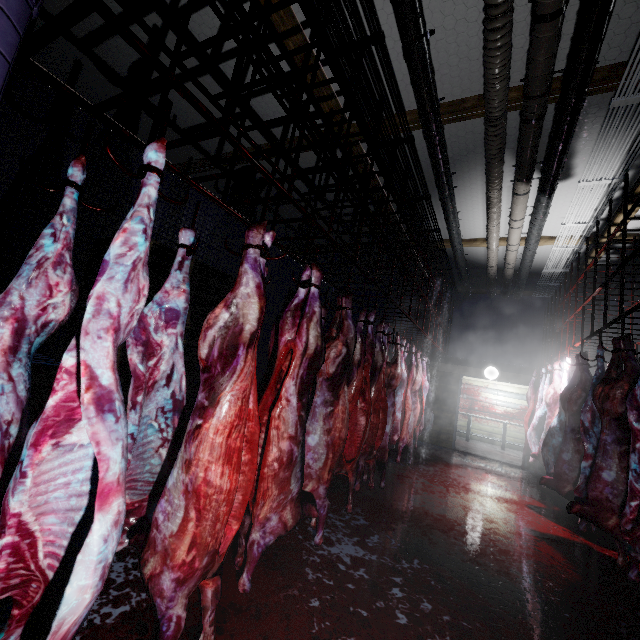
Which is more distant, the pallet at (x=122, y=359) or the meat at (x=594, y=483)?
the pallet at (x=122, y=359)

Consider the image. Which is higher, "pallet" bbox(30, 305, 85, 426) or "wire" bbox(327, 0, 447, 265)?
"wire" bbox(327, 0, 447, 265)

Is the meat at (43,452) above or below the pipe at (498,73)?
below

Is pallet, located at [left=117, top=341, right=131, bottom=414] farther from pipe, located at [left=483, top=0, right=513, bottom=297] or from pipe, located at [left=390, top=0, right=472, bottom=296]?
pipe, located at [left=483, top=0, right=513, bottom=297]

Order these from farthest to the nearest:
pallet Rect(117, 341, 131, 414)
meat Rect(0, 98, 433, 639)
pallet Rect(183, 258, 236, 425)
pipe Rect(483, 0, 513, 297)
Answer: pallet Rect(183, 258, 236, 425)
pallet Rect(117, 341, 131, 414)
pipe Rect(483, 0, 513, 297)
meat Rect(0, 98, 433, 639)

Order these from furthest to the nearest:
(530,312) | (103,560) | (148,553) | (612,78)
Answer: (530,312)
(612,78)
(148,553)
(103,560)

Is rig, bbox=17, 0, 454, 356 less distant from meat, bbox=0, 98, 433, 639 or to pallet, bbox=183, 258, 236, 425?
meat, bbox=0, 98, 433, 639

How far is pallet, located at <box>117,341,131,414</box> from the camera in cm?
337
